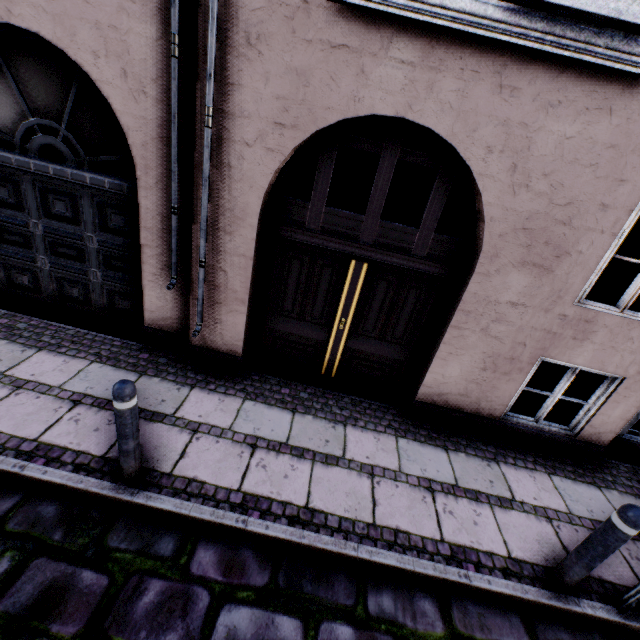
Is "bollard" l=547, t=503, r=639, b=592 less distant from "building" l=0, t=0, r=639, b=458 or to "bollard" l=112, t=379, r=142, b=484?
"building" l=0, t=0, r=639, b=458

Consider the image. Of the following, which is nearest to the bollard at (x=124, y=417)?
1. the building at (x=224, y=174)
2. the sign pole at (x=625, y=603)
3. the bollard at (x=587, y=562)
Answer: the building at (x=224, y=174)

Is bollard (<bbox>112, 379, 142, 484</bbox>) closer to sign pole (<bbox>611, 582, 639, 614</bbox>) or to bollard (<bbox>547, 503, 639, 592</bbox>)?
bollard (<bbox>547, 503, 639, 592</bbox>)

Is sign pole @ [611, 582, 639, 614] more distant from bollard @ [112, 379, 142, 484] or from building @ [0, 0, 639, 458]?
bollard @ [112, 379, 142, 484]

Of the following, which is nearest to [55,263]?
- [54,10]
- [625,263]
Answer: [54,10]

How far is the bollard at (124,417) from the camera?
2.4 meters

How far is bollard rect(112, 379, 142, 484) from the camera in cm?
239
